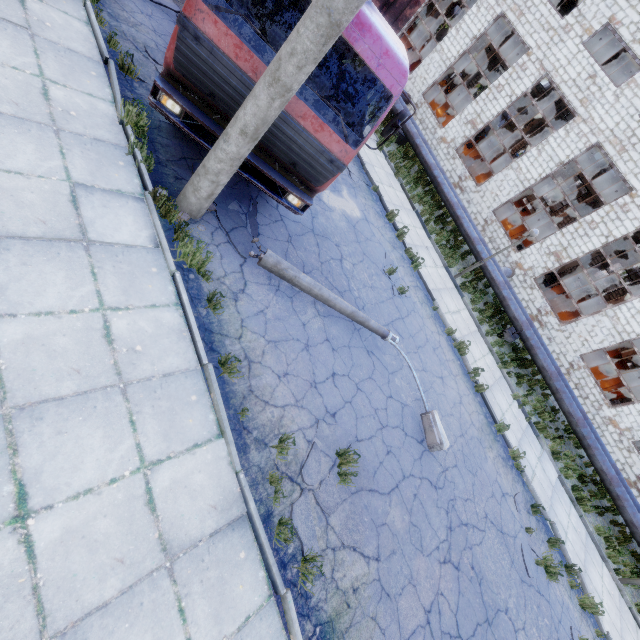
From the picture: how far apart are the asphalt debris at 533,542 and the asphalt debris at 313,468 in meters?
5.8

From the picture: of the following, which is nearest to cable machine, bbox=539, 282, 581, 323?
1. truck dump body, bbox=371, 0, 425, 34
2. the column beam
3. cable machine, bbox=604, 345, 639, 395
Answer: cable machine, bbox=604, 345, 639, 395

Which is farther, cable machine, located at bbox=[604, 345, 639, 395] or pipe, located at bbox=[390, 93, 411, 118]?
cable machine, located at bbox=[604, 345, 639, 395]

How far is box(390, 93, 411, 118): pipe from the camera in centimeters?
1688cm

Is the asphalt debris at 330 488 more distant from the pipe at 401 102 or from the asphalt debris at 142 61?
the pipe at 401 102

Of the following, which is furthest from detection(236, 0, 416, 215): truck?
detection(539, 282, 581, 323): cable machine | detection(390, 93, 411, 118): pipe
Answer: detection(539, 282, 581, 323): cable machine

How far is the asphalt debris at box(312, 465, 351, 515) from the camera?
4.9 meters

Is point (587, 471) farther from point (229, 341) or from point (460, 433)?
point (229, 341)
